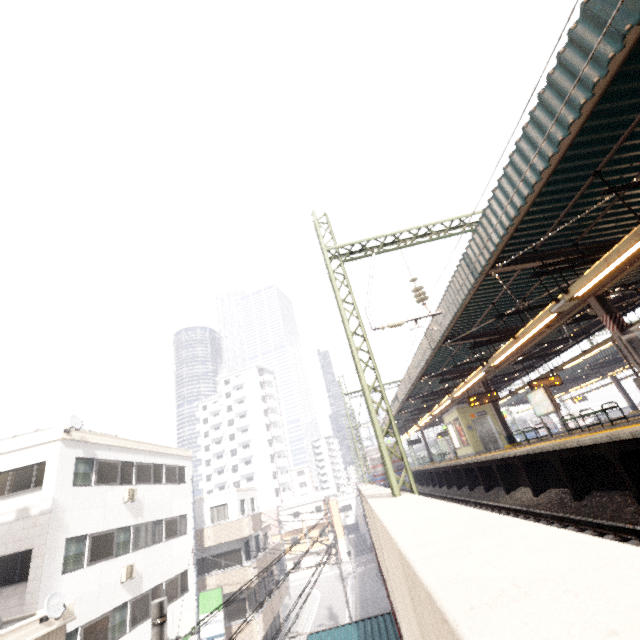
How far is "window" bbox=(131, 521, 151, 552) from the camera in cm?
1600

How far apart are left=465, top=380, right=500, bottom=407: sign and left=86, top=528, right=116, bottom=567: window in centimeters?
1774cm

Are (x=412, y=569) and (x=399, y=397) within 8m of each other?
no

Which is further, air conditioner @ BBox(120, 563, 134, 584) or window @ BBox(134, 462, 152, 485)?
window @ BBox(134, 462, 152, 485)

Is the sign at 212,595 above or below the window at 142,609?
below

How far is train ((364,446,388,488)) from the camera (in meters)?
30.23

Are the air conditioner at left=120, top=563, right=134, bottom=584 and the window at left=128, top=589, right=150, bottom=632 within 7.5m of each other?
yes

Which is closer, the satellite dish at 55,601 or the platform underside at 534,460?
the platform underside at 534,460
